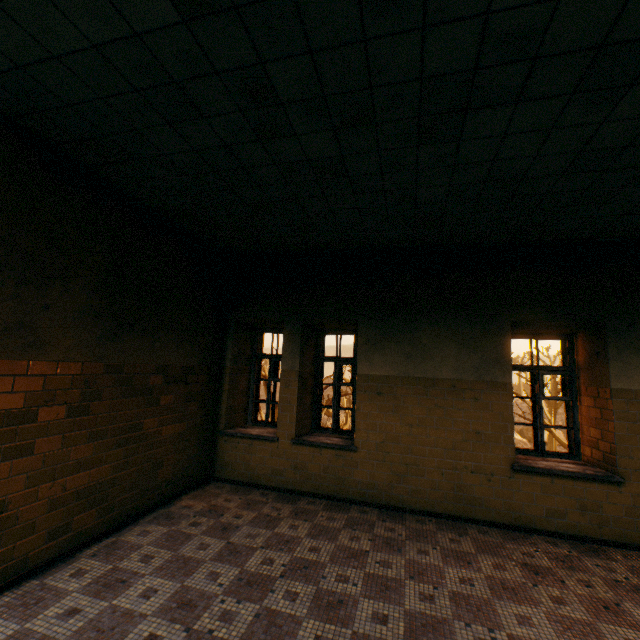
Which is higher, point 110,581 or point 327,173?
point 327,173

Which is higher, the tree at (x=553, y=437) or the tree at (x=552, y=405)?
the tree at (x=552, y=405)

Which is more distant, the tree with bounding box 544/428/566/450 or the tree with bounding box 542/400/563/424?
the tree with bounding box 542/400/563/424

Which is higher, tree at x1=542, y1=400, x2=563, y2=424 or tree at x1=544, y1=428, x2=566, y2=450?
tree at x1=542, y1=400, x2=563, y2=424

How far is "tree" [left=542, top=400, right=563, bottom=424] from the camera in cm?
2875

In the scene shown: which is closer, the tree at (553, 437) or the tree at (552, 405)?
the tree at (553, 437)
